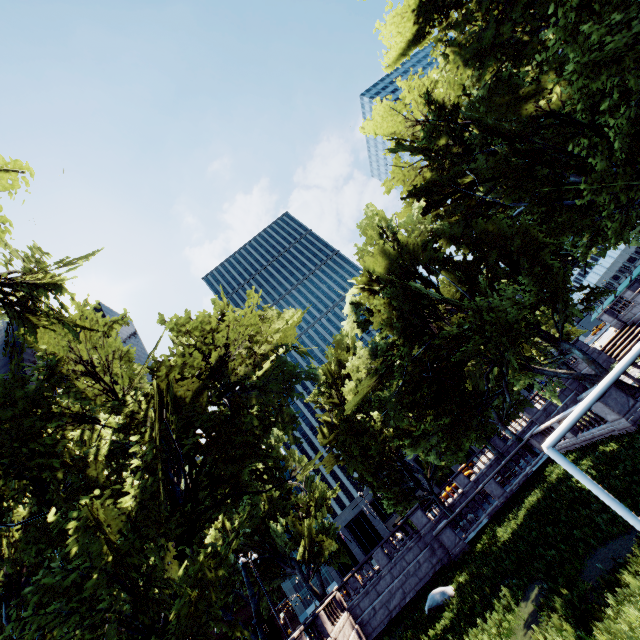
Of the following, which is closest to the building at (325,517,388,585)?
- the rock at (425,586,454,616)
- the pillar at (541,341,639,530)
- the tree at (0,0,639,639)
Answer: the tree at (0,0,639,639)

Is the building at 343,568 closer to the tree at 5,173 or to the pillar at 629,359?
the tree at 5,173

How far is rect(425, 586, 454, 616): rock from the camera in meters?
17.5

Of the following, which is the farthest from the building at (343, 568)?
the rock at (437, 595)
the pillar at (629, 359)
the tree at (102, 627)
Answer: the pillar at (629, 359)

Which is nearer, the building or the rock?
the rock

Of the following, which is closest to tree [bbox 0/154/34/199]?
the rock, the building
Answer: the rock

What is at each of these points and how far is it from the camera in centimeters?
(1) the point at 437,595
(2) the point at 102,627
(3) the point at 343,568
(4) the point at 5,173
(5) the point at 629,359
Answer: (1) rock, 1798cm
(2) tree, 1670cm
(3) building, 5844cm
(4) tree, 865cm
(5) pillar, 1048cm
